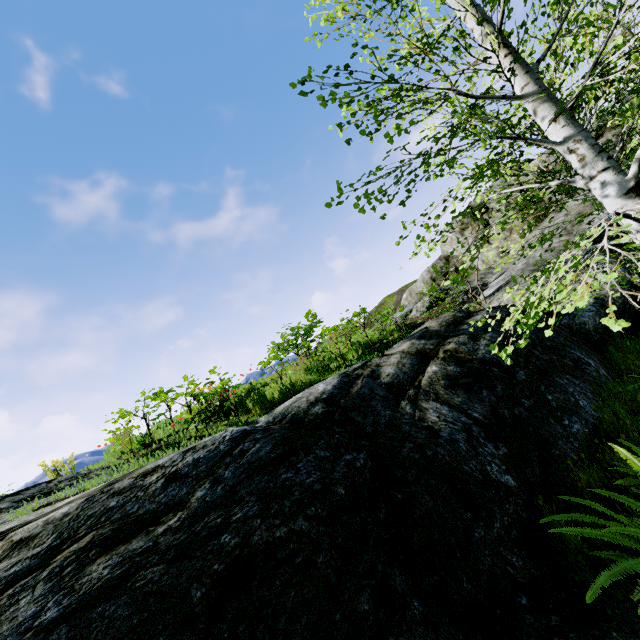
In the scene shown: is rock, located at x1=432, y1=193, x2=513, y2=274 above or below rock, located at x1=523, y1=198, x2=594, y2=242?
above

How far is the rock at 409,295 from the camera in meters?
13.2 m

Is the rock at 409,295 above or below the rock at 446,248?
below

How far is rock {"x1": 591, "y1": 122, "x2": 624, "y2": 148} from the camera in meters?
12.0

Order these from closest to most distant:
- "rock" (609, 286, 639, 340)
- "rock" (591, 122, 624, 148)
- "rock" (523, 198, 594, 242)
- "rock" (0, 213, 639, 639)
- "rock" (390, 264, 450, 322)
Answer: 1. "rock" (0, 213, 639, 639)
2. "rock" (609, 286, 639, 340)
3. "rock" (523, 198, 594, 242)
4. "rock" (591, 122, 624, 148)
5. "rock" (390, 264, 450, 322)

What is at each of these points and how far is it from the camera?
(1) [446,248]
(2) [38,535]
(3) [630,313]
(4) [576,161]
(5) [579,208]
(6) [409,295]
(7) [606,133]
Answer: (1) rock, 16.5m
(2) rock, 2.7m
(3) rock, 6.5m
(4) instancedfoliageactor, 3.3m
(5) rock, 11.4m
(6) rock, 17.9m
(7) rock, 12.3m
